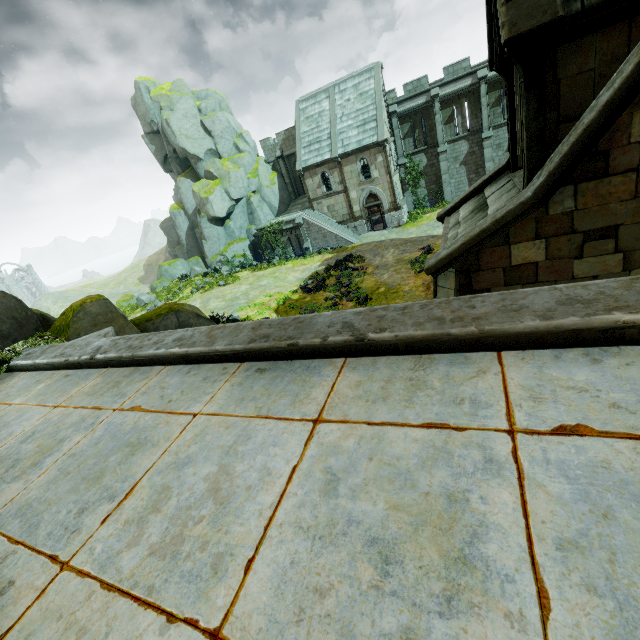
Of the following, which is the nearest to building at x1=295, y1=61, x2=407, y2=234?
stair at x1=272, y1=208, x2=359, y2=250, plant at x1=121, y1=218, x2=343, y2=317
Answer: stair at x1=272, y1=208, x2=359, y2=250

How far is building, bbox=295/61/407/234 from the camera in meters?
28.0

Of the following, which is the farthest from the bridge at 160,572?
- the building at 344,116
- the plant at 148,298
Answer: the building at 344,116

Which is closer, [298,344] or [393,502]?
[393,502]

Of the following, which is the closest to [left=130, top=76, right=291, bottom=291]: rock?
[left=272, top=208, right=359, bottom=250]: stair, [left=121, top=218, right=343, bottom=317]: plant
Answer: [left=272, top=208, right=359, bottom=250]: stair

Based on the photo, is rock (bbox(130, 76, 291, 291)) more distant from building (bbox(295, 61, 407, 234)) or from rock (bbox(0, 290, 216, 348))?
rock (bbox(0, 290, 216, 348))

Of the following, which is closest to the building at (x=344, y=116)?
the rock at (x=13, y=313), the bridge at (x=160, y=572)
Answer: the rock at (x=13, y=313)

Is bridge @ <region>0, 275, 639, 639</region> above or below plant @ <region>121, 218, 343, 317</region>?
above
